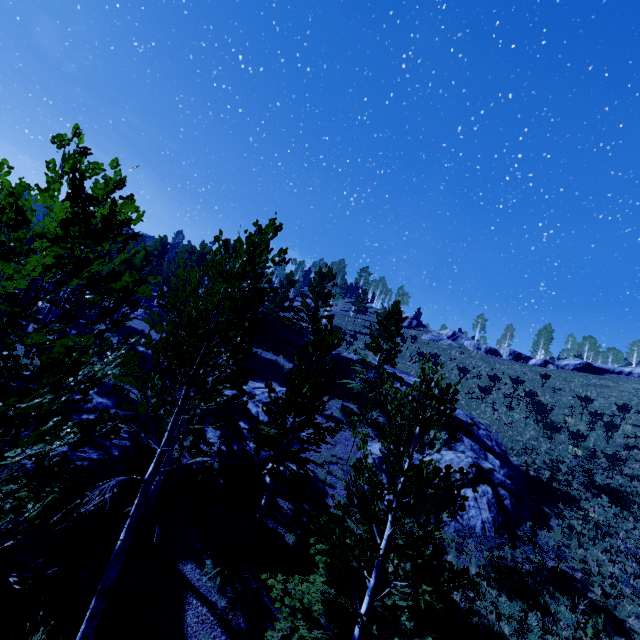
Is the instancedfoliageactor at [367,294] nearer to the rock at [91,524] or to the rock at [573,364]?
the rock at [91,524]

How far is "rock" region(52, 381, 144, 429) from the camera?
11.07m

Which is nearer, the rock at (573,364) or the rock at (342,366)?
the rock at (342,366)

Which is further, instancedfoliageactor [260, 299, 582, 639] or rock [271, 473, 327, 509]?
rock [271, 473, 327, 509]

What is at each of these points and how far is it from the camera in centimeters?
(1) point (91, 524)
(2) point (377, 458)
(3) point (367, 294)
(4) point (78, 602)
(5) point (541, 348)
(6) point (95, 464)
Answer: (1) rock, 930cm
(2) rock, 1884cm
(3) instancedfoliageactor, 5300cm
(4) rock, 752cm
(5) instancedfoliageactor, 5219cm
(6) rock, 927cm

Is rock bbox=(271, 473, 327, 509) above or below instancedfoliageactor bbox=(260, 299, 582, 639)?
below

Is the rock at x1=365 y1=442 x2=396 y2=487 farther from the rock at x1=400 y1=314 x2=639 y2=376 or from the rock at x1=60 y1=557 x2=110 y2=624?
the rock at x1=400 y1=314 x2=639 y2=376

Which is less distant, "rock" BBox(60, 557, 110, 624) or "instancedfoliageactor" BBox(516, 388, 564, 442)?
"rock" BBox(60, 557, 110, 624)
